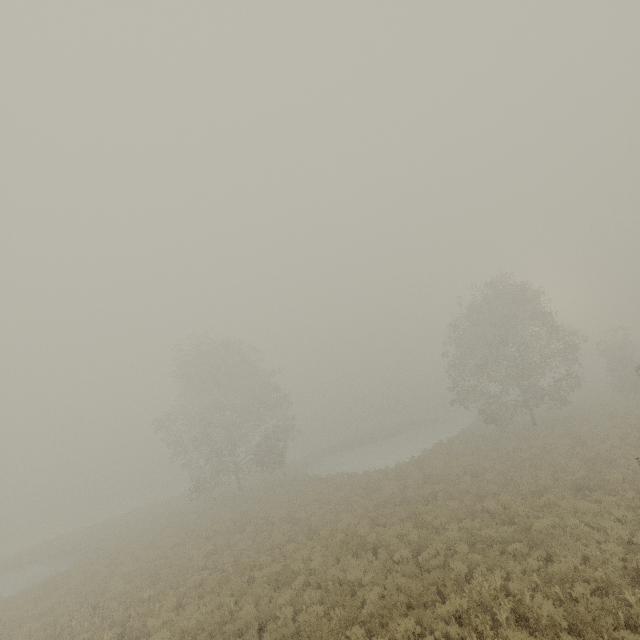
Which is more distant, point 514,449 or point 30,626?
point 514,449

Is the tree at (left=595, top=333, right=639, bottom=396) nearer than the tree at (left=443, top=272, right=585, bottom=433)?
No

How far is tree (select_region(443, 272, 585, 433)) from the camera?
27.8m

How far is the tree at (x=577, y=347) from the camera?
27.80m

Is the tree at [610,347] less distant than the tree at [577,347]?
No
